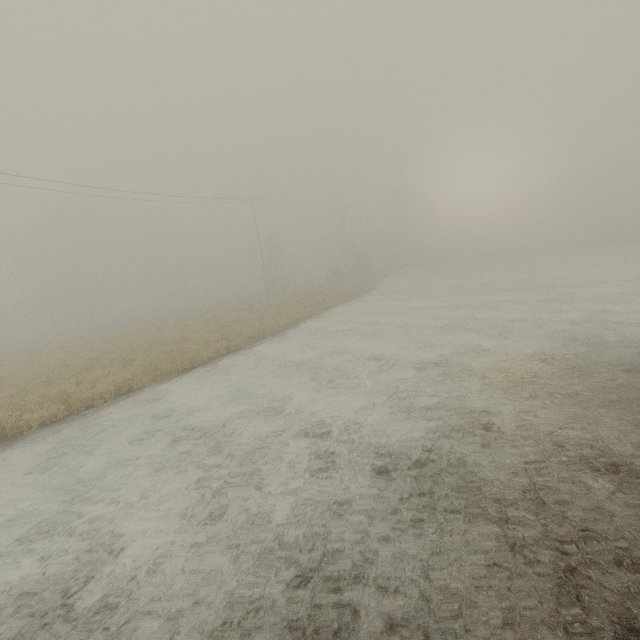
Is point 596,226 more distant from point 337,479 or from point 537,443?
point 337,479
